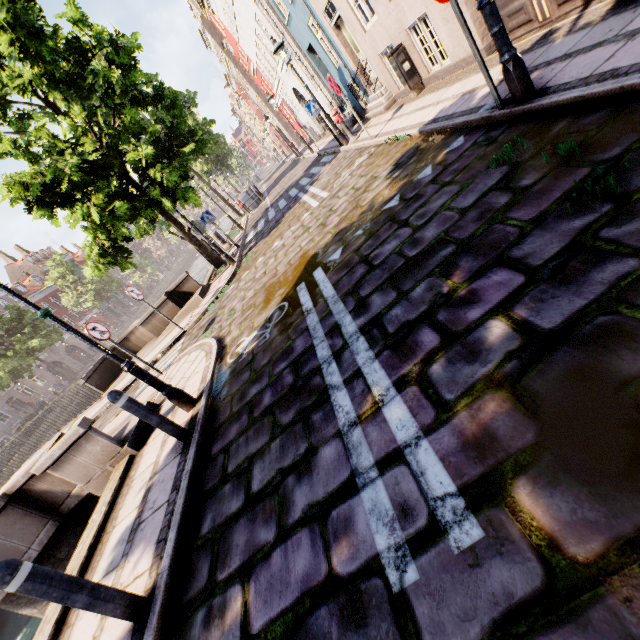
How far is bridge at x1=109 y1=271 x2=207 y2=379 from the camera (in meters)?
9.77

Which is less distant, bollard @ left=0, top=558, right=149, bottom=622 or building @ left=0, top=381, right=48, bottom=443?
bollard @ left=0, top=558, right=149, bottom=622

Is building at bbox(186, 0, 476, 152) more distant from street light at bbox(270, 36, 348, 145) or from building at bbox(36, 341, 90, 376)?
building at bbox(36, 341, 90, 376)

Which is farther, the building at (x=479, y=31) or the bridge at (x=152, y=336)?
the bridge at (x=152, y=336)

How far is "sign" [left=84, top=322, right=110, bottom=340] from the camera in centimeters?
691cm

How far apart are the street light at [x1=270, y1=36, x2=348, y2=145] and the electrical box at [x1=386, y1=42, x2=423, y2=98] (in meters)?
3.14

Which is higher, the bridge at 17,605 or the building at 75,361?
the building at 75,361

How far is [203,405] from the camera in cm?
461
